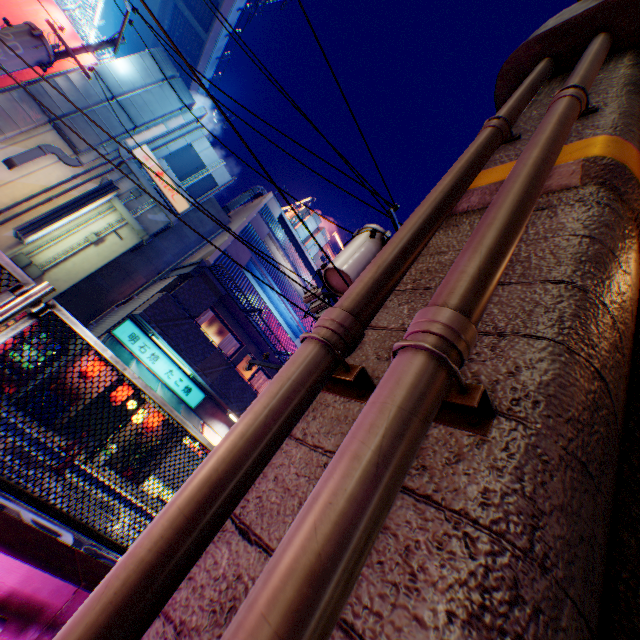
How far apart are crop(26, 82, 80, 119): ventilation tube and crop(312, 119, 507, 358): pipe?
14.1m

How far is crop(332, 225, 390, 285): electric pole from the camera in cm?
643

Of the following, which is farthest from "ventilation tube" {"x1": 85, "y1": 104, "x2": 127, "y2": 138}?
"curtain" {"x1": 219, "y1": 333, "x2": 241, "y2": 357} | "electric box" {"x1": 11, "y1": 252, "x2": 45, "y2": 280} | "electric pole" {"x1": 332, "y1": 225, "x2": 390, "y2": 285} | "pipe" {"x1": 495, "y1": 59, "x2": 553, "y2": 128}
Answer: "pipe" {"x1": 495, "y1": 59, "x2": 553, "y2": 128}

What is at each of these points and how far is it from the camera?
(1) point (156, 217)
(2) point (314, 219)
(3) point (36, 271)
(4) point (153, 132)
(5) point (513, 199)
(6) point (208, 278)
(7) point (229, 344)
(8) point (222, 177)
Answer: (1) building, 14.0 meters
(2) ventilation tube, 24.9 meters
(3) electric box, 11.1 meters
(4) pipe, 13.5 meters
(5) pipe, 1.6 meters
(6) pylon, 12.7 meters
(7) curtain, 15.0 meters
(8) building, 16.0 meters

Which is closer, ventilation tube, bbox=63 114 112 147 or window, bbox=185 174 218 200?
ventilation tube, bbox=63 114 112 147

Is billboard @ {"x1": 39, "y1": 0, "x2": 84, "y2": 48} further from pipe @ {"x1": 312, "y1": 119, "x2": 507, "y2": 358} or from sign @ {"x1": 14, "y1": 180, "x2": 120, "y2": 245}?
pipe @ {"x1": 312, "y1": 119, "x2": 507, "y2": 358}

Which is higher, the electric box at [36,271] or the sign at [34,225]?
the sign at [34,225]

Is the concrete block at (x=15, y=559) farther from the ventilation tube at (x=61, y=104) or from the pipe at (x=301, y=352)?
the ventilation tube at (x=61, y=104)
